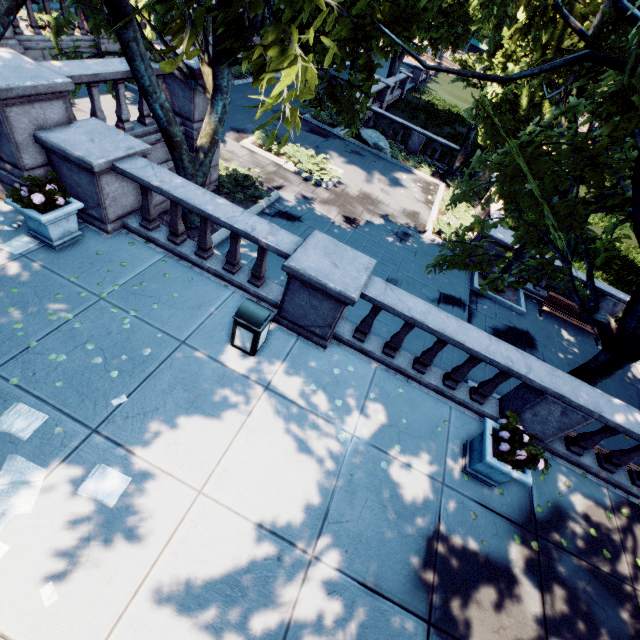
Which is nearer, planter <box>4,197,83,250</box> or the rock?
planter <box>4,197,83,250</box>

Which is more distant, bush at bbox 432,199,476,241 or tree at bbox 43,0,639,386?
bush at bbox 432,199,476,241

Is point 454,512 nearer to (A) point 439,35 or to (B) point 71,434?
(B) point 71,434

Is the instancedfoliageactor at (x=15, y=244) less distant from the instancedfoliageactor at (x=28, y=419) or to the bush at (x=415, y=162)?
the instancedfoliageactor at (x=28, y=419)

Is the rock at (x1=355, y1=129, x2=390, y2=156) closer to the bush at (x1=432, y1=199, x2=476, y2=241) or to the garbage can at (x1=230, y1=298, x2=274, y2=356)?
the bush at (x1=432, y1=199, x2=476, y2=241)

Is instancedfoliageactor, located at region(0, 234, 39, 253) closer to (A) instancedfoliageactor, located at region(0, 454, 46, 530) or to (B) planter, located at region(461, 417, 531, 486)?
(A) instancedfoliageactor, located at region(0, 454, 46, 530)

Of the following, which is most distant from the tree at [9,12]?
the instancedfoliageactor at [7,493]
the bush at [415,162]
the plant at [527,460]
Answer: the instancedfoliageactor at [7,493]

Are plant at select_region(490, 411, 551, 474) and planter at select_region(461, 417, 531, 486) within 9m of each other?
yes
